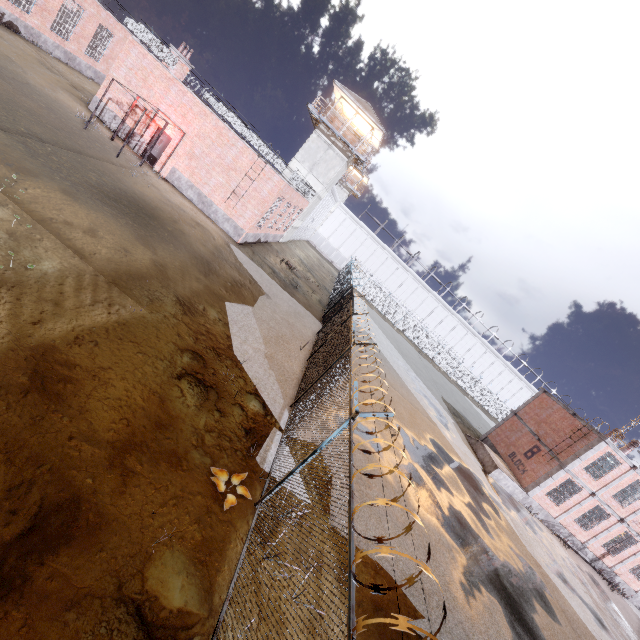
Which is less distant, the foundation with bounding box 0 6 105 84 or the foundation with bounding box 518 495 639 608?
the foundation with bounding box 0 6 105 84

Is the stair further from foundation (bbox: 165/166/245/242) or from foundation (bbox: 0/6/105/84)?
foundation (bbox: 0/6/105/84)

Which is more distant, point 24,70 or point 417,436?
point 417,436

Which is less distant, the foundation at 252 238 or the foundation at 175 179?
the foundation at 175 179

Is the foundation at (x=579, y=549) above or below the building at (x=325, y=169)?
below

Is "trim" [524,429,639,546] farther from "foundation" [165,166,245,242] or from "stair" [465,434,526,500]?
"foundation" [165,166,245,242]

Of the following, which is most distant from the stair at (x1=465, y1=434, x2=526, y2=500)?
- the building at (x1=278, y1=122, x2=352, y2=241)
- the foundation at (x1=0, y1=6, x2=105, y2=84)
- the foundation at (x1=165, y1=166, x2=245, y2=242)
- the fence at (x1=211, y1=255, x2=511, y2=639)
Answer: the foundation at (x1=0, y1=6, x2=105, y2=84)

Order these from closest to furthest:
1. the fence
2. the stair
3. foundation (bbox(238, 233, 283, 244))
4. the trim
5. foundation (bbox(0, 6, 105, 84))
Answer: the fence, foundation (bbox(0, 6, 105, 84)), the trim, foundation (bbox(238, 233, 283, 244)), the stair
